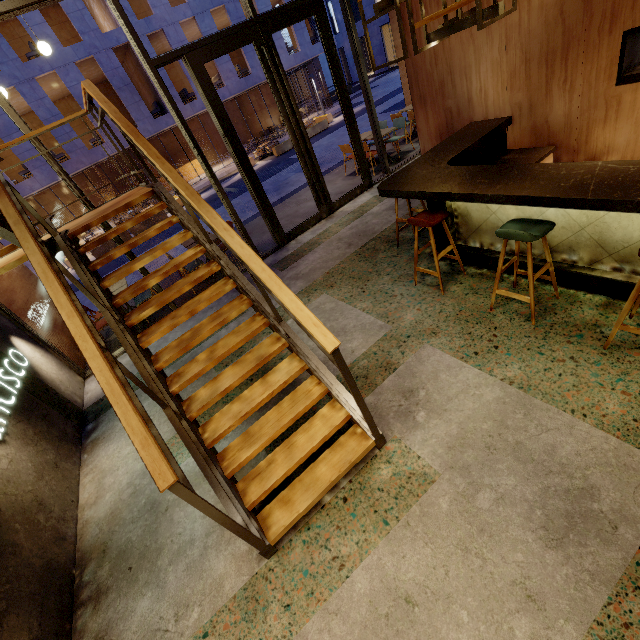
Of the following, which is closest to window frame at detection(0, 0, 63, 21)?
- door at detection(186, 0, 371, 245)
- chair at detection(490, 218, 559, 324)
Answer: door at detection(186, 0, 371, 245)

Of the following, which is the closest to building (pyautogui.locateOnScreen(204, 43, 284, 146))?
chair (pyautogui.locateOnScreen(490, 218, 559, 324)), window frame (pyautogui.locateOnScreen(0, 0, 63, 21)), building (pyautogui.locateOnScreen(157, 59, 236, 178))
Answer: building (pyautogui.locateOnScreen(157, 59, 236, 178))

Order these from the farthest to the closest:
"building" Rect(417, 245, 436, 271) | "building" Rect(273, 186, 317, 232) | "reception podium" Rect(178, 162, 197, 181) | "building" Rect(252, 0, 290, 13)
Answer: "reception podium" Rect(178, 162, 197, 181), "building" Rect(252, 0, 290, 13), "building" Rect(273, 186, 317, 232), "building" Rect(417, 245, 436, 271)

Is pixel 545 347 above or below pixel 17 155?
below

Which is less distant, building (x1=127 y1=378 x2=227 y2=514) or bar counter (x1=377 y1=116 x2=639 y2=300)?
bar counter (x1=377 y1=116 x2=639 y2=300)

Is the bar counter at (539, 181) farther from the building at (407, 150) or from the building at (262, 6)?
the building at (262, 6)

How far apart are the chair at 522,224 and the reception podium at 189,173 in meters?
26.9 m

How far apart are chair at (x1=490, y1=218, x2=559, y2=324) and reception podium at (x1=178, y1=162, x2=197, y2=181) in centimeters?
2695cm
